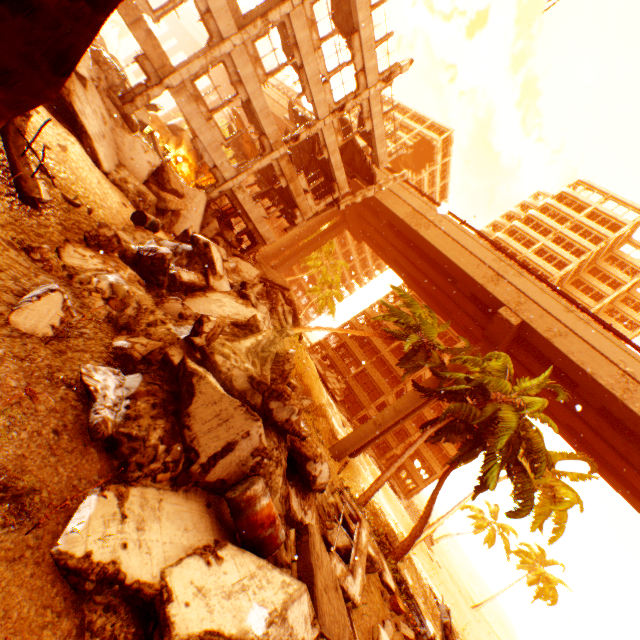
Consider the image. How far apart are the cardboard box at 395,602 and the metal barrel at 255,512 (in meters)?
8.18

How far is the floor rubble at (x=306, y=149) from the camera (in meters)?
21.19

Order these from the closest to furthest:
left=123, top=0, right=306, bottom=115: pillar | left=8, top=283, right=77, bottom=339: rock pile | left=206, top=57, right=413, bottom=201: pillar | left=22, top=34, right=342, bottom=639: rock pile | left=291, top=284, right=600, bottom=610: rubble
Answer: left=22, top=34, right=342, bottom=639: rock pile
left=8, top=283, right=77, bottom=339: rock pile
left=123, top=0, right=306, bottom=115: pillar
left=291, top=284, right=600, bottom=610: rubble
left=206, top=57, right=413, bottom=201: pillar

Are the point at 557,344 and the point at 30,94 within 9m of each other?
no

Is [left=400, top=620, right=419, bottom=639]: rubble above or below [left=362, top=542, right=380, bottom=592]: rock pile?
below

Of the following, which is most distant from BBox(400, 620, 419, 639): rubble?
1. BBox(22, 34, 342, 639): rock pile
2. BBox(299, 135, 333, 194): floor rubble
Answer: BBox(299, 135, 333, 194): floor rubble

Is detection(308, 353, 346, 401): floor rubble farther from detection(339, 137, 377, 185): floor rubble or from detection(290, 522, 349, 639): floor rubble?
detection(290, 522, 349, 639): floor rubble

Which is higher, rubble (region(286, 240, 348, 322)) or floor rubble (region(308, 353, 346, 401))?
rubble (region(286, 240, 348, 322))
